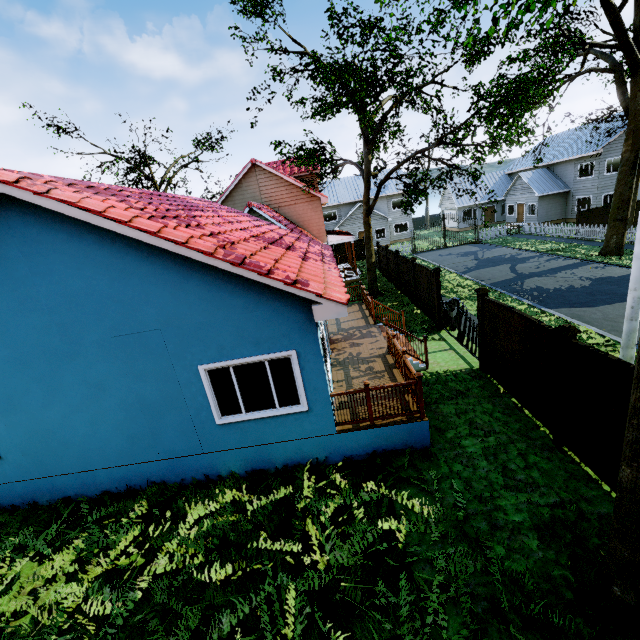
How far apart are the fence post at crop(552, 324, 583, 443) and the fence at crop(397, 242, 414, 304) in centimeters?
1356cm

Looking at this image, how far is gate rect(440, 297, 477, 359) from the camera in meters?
10.3 m

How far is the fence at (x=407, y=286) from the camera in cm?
1678

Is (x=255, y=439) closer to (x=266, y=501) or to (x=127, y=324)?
(x=266, y=501)

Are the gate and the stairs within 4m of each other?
yes

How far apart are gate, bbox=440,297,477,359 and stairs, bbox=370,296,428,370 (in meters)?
1.50

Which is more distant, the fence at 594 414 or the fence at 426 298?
the fence at 426 298

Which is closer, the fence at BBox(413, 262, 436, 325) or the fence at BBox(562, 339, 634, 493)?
the fence at BBox(562, 339, 634, 493)
